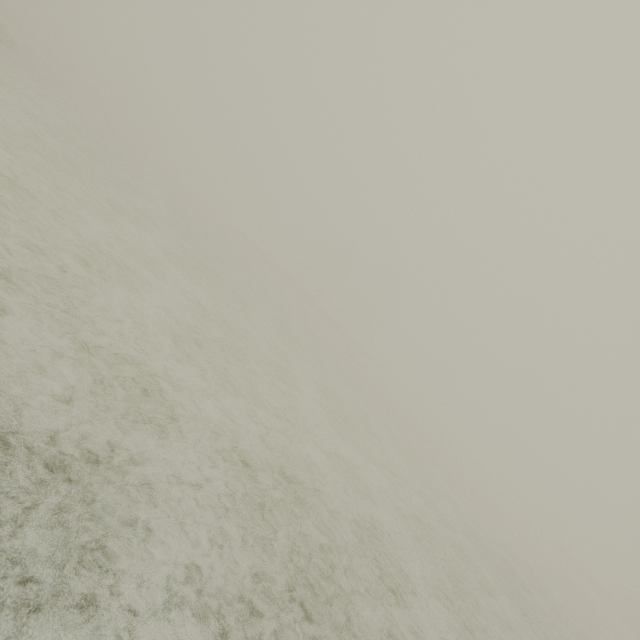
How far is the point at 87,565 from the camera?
2.5m
